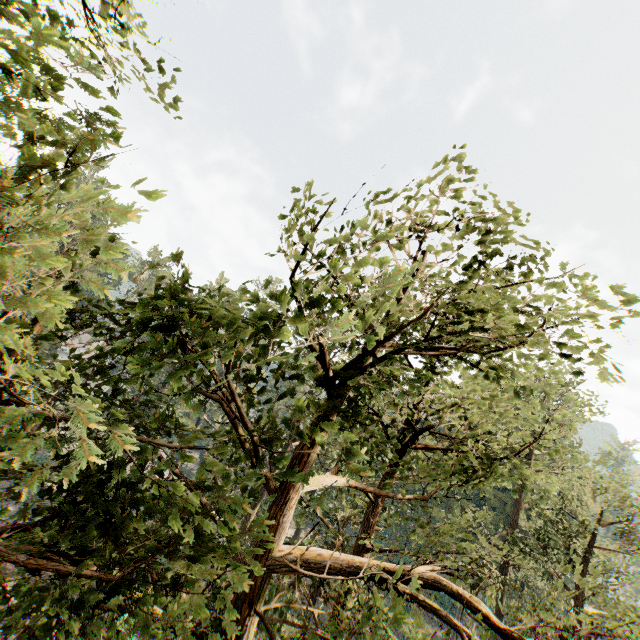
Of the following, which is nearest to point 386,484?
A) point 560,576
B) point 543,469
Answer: point 560,576

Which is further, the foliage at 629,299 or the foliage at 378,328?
the foliage at 629,299

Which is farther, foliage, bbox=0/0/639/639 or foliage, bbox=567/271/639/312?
foliage, bbox=567/271/639/312
